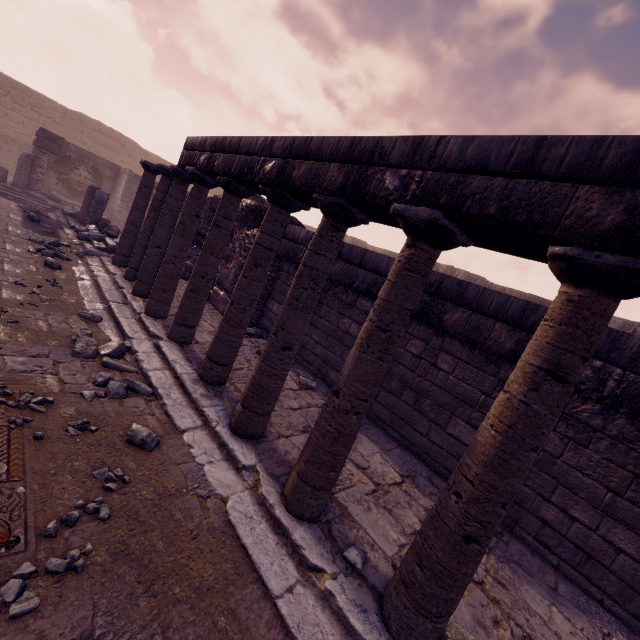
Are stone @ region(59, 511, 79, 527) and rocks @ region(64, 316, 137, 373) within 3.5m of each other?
yes

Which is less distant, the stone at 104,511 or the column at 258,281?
the stone at 104,511

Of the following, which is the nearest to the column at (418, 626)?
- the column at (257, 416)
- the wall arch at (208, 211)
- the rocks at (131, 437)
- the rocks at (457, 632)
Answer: the rocks at (457, 632)

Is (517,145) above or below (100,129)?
below

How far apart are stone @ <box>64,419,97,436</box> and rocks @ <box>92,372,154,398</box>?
0.51m

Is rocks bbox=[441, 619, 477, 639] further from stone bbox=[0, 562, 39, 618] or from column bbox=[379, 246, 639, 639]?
stone bbox=[0, 562, 39, 618]

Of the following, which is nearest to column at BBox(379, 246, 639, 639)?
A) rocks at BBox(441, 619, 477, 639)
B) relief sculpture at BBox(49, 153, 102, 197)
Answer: rocks at BBox(441, 619, 477, 639)

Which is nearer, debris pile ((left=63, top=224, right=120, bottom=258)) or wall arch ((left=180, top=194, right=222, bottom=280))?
debris pile ((left=63, top=224, right=120, bottom=258))
